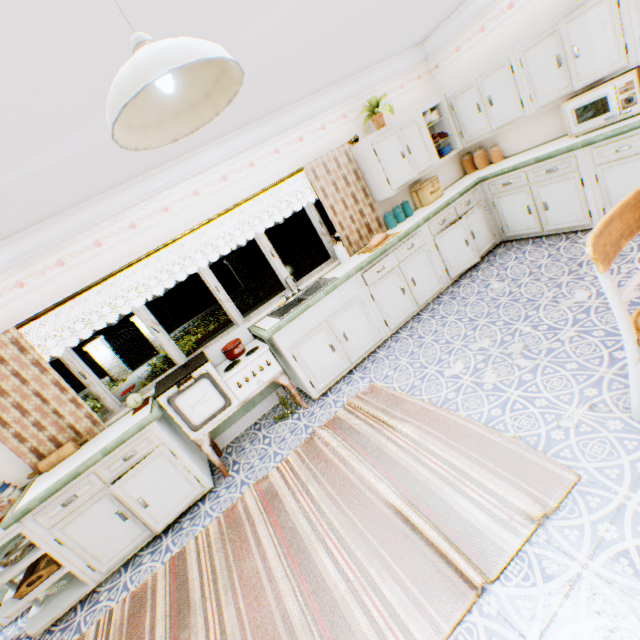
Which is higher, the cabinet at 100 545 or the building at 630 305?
the cabinet at 100 545

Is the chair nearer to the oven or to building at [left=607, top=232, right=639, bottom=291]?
building at [left=607, top=232, right=639, bottom=291]

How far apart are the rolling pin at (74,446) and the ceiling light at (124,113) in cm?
343

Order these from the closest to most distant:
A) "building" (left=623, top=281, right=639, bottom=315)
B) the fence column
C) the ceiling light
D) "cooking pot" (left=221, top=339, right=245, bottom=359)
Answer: the ceiling light → "building" (left=623, top=281, right=639, bottom=315) → "cooking pot" (left=221, top=339, right=245, bottom=359) → the fence column

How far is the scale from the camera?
3.5m

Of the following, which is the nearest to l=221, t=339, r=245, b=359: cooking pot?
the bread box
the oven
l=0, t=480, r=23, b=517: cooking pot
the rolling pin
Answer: the oven

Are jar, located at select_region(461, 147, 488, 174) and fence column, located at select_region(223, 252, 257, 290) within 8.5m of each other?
no

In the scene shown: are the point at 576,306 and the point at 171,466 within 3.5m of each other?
no
